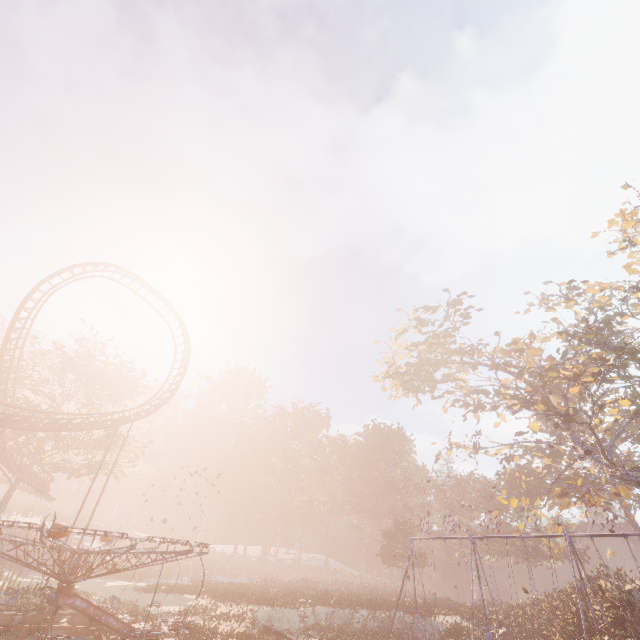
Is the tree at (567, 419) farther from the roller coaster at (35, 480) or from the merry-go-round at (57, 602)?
the roller coaster at (35, 480)

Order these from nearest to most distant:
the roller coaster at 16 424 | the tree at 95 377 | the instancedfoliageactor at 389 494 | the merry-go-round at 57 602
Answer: the merry-go-round at 57 602
the roller coaster at 16 424
the instancedfoliageactor at 389 494
the tree at 95 377

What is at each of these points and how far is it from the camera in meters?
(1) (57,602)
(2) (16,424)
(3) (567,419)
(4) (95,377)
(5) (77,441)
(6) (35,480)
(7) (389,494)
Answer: (1) merry-go-round, 11.9
(2) roller coaster, 19.6
(3) tree, 24.2
(4) tree, 30.4
(5) tree, 34.9
(6) roller coaster, 31.5
(7) instancedfoliageactor, 57.5

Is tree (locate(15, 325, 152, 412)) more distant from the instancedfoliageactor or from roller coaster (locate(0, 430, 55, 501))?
the instancedfoliageactor

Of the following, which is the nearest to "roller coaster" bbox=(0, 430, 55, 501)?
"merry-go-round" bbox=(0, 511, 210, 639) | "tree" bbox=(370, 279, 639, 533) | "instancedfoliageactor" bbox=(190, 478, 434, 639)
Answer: "merry-go-round" bbox=(0, 511, 210, 639)

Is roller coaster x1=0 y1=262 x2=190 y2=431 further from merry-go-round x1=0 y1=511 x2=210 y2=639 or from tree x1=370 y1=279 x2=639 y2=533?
tree x1=370 y1=279 x2=639 y2=533

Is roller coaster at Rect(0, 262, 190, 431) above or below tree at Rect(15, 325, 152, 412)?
below
